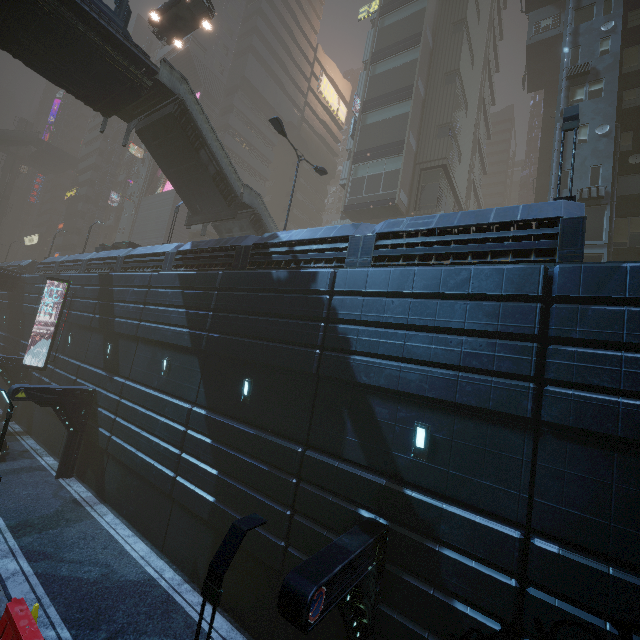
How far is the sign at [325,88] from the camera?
57.78m

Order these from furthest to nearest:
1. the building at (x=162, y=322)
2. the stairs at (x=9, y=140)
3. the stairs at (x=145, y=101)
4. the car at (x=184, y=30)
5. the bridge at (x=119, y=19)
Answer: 1. the stairs at (x=9, y=140)
2. the car at (x=184, y=30)
3. the stairs at (x=145, y=101)
4. the bridge at (x=119, y=19)
5. the building at (x=162, y=322)

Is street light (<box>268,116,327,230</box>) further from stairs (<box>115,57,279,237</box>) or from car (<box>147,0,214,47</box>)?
car (<box>147,0,214,47</box>)

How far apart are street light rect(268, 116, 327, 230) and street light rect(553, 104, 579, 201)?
11.3m

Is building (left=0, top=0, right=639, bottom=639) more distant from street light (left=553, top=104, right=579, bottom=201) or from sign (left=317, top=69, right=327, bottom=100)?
street light (left=553, top=104, right=579, bottom=201)

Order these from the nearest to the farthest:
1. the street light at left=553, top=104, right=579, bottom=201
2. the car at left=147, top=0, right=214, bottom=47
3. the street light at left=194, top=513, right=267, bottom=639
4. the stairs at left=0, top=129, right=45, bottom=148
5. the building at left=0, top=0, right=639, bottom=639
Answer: the street light at left=194, top=513, right=267, bottom=639, the building at left=0, top=0, right=639, bottom=639, the street light at left=553, top=104, right=579, bottom=201, the car at left=147, top=0, right=214, bottom=47, the stairs at left=0, top=129, right=45, bottom=148

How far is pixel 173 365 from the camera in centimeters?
1518cm

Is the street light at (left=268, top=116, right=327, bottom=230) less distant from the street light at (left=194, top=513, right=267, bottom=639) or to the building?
the building
